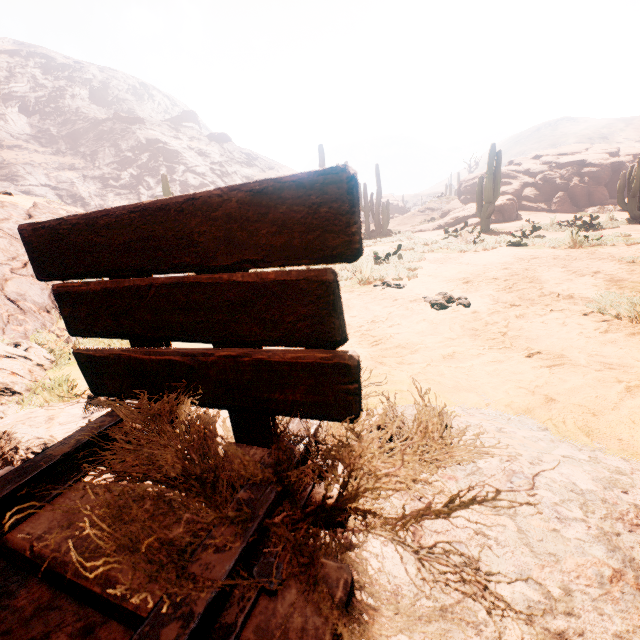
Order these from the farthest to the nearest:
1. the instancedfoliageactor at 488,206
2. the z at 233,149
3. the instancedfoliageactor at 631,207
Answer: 1. the instancedfoliageactor at 488,206
2. the instancedfoliageactor at 631,207
3. the z at 233,149

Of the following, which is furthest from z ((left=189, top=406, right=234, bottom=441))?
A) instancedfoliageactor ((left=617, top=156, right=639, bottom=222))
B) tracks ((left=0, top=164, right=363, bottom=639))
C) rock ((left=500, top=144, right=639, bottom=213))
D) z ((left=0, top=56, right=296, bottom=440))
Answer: z ((left=0, top=56, right=296, bottom=440))

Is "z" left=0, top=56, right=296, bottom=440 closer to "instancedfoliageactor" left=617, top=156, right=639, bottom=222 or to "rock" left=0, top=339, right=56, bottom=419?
"instancedfoliageactor" left=617, top=156, right=639, bottom=222

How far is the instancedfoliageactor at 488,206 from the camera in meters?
13.4

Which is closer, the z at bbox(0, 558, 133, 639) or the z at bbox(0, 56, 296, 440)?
the z at bbox(0, 558, 133, 639)

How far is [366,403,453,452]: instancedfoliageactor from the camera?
0.69m

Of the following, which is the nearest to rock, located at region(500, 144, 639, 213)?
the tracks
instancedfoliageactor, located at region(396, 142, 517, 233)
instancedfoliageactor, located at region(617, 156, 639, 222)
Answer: instancedfoliageactor, located at region(396, 142, 517, 233)

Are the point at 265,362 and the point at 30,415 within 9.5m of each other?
yes
